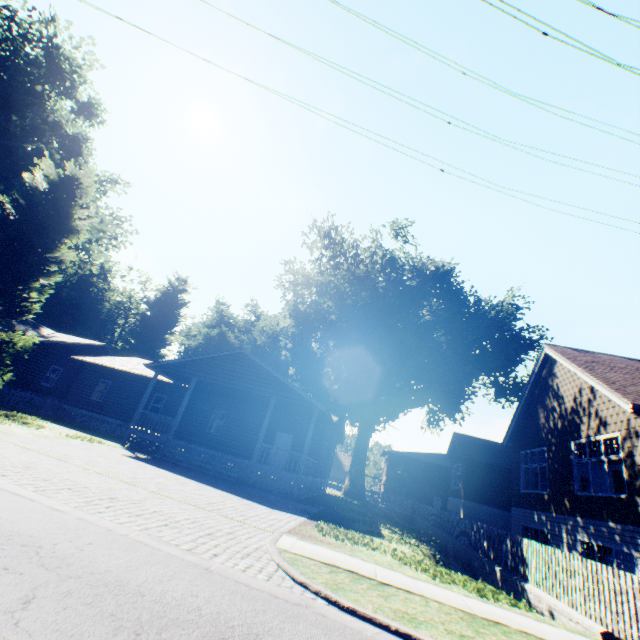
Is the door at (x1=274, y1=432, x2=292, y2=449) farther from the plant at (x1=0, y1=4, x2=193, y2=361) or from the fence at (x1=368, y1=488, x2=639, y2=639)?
the fence at (x1=368, y1=488, x2=639, y2=639)

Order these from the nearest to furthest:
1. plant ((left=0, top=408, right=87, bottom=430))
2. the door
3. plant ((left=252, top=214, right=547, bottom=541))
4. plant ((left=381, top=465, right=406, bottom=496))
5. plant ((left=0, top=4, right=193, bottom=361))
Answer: plant ((left=0, top=408, right=87, bottom=430)) < plant ((left=0, top=4, right=193, bottom=361)) < the door < plant ((left=252, top=214, right=547, bottom=541)) < plant ((left=381, top=465, right=406, bottom=496))

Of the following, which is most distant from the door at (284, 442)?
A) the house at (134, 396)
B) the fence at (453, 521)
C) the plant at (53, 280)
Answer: the fence at (453, 521)

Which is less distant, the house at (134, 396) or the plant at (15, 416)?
the plant at (15, 416)

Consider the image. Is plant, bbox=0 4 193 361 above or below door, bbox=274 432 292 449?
above

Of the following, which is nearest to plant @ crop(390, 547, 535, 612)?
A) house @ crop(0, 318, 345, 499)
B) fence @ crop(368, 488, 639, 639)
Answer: fence @ crop(368, 488, 639, 639)

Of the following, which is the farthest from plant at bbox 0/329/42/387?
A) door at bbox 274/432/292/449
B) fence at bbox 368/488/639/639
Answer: door at bbox 274/432/292/449

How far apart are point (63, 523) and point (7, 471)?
2.85m
